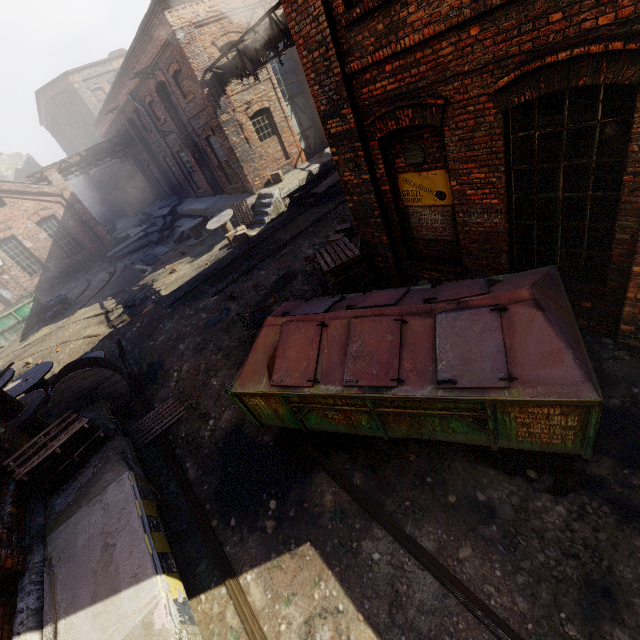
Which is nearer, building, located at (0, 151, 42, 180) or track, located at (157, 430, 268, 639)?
track, located at (157, 430, 268, 639)

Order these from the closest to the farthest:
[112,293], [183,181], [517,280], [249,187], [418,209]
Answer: [517,280] → [418,209] → [249,187] → [112,293] → [183,181]

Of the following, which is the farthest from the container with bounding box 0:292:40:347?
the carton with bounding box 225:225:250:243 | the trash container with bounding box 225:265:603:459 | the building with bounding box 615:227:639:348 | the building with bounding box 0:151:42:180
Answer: the building with bounding box 0:151:42:180

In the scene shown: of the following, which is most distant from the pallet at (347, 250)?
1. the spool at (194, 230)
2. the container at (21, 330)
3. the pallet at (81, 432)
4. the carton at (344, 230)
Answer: the container at (21, 330)

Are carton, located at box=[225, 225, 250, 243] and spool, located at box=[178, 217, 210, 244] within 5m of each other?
yes

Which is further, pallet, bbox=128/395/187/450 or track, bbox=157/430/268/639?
pallet, bbox=128/395/187/450

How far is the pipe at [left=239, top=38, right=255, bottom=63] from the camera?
11.1m

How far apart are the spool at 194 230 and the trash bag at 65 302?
6.97m
